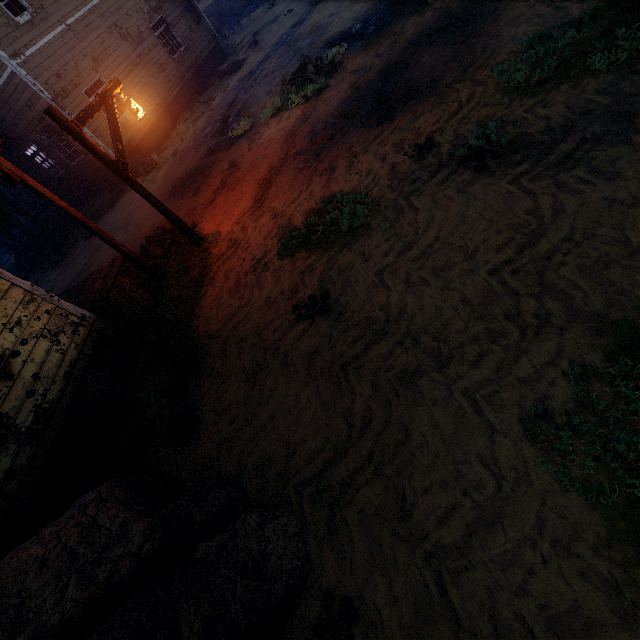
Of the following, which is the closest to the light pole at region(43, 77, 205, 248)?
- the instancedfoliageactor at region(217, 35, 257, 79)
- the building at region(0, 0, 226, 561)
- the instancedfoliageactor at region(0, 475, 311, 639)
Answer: the building at region(0, 0, 226, 561)

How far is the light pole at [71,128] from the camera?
5.46m

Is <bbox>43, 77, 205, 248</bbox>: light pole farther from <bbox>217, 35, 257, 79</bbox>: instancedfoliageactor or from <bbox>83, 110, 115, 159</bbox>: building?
<bbox>217, 35, 257, 79</bbox>: instancedfoliageactor

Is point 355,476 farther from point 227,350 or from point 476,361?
point 227,350

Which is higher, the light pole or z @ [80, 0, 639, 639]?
the light pole

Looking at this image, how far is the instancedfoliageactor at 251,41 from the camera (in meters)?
16.50

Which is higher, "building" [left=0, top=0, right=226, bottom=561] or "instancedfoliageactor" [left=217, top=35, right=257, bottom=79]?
"building" [left=0, top=0, right=226, bottom=561]

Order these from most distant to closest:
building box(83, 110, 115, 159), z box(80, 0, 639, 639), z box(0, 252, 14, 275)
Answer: z box(0, 252, 14, 275), building box(83, 110, 115, 159), z box(80, 0, 639, 639)
